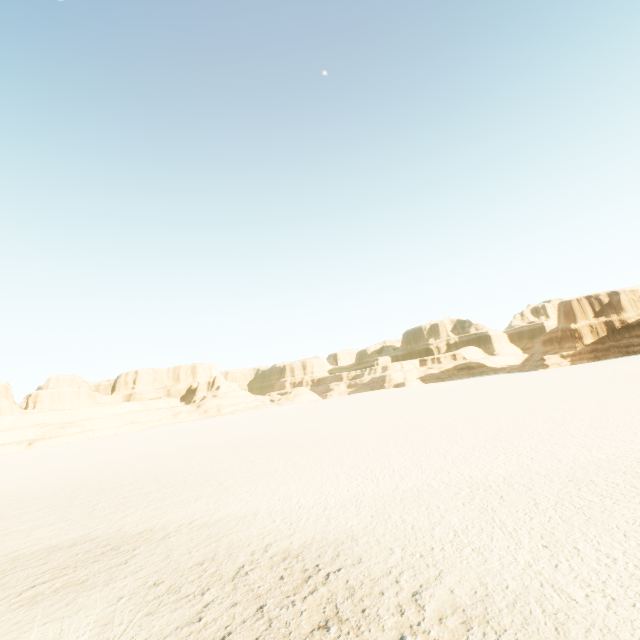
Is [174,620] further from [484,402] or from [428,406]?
[428,406]
